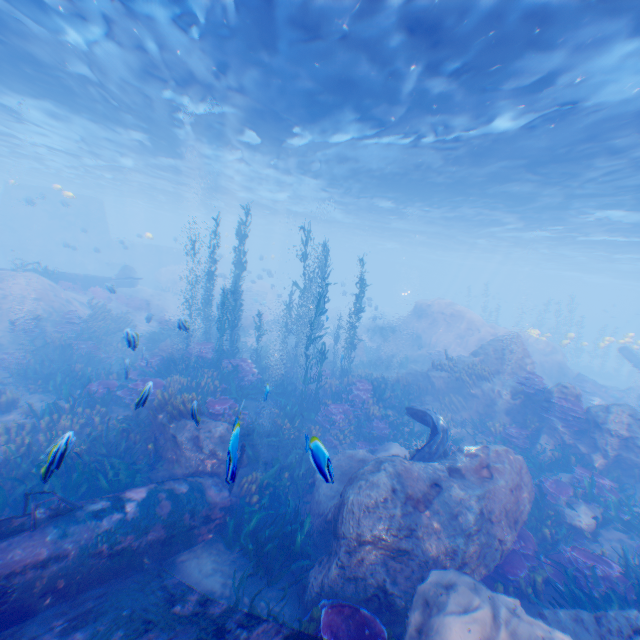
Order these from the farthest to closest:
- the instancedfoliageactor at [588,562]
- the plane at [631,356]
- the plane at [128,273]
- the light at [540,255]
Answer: the plane at [128,273]
the plane at [631,356]
the light at [540,255]
the instancedfoliageactor at [588,562]

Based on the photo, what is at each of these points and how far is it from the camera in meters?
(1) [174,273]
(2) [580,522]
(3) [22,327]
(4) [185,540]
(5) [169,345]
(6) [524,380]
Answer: (1) rock, 37.7
(2) rock, 9.0
(3) instancedfoliageactor, 14.9
(4) plane, 6.7
(5) rock, 16.8
(6) instancedfoliageactor, 13.6

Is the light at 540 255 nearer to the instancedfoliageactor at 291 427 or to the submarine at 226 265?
the submarine at 226 265

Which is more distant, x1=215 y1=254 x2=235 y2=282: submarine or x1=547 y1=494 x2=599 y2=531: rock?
x1=215 y1=254 x2=235 y2=282: submarine

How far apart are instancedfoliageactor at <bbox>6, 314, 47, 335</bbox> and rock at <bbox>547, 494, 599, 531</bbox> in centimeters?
2151cm

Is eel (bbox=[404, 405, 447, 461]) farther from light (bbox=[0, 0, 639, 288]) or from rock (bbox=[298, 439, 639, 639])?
light (bbox=[0, 0, 639, 288])

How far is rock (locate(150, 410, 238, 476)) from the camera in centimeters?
895cm

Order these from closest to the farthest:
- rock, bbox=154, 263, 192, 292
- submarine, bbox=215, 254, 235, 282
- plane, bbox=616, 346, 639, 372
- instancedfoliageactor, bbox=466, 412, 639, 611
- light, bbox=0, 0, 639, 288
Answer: instancedfoliageactor, bbox=466, 412, 639, 611 < light, bbox=0, 0, 639, 288 < plane, bbox=616, 346, 639, 372 < submarine, bbox=215, 254, 235, 282 < rock, bbox=154, 263, 192, 292
